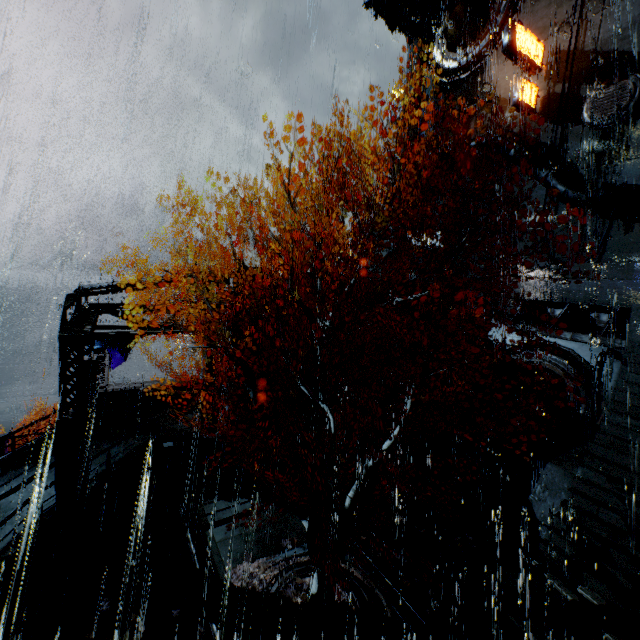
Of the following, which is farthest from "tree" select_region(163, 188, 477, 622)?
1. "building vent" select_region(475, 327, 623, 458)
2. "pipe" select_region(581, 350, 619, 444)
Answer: "building vent" select_region(475, 327, 623, 458)

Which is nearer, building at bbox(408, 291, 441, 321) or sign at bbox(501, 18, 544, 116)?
sign at bbox(501, 18, 544, 116)

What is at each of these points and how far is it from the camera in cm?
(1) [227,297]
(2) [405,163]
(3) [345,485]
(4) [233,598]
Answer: (1) building, 1877
(2) building, 3297
(3) stairs, 1506
(4) building vent, 992

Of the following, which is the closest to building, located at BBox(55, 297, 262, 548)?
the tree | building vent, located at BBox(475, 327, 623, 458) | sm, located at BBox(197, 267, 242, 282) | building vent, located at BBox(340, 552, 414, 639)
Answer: sm, located at BBox(197, 267, 242, 282)

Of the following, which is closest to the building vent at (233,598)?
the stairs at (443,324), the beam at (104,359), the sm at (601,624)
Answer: the stairs at (443,324)

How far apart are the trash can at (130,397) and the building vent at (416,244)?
25.6 meters

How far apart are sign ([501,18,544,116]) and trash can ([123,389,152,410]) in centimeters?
3083cm

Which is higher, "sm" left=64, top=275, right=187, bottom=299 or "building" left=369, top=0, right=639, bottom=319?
"building" left=369, top=0, right=639, bottom=319
